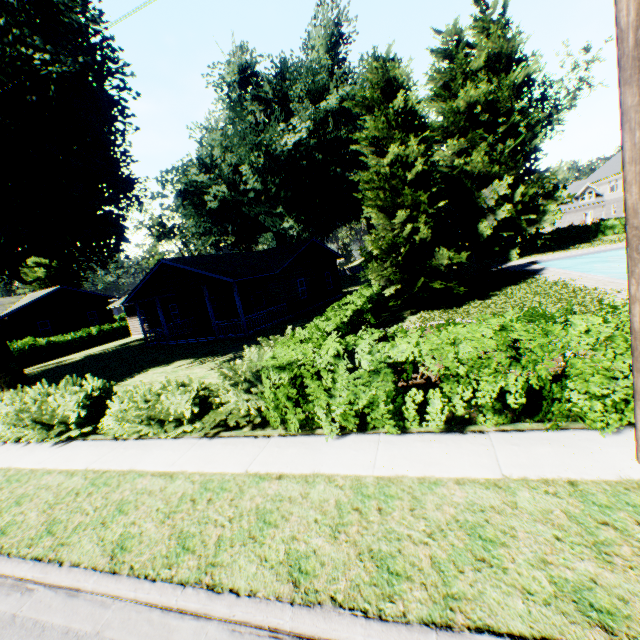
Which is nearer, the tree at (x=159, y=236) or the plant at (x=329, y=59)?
the plant at (x=329, y=59)

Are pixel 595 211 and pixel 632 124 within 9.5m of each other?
no

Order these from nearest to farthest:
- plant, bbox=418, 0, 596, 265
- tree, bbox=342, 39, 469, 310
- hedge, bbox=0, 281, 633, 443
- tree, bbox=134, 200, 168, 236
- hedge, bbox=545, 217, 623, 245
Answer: hedge, bbox=0, 281, 633, 443 < tree, bbox=342, 39, 469, 310 < plant, bbox=418, 0, 596, 265 < hedge, bbox=545, 217, 623, 245 < tree, bbox=134, 200, 168, 236

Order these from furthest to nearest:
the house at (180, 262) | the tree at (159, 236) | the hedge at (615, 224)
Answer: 1. the tree at (159, 236)
2. the hedge at (615, 224)
3. the house at (180, 262)

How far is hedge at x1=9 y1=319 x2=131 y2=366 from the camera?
27.2m

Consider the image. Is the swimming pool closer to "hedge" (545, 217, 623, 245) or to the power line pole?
the power line pole

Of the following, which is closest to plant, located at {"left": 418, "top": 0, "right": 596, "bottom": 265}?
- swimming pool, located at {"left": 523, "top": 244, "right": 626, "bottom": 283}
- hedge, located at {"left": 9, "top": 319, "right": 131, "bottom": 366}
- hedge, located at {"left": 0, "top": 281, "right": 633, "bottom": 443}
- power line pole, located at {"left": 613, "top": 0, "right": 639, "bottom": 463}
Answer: hedge, located at {"left": 0, "top": 281, "right": 633, "bottom": 443}

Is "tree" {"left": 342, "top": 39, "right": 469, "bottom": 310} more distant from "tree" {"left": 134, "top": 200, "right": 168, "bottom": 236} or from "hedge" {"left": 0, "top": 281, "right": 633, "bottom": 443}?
"tree" {"left": 134, "top": 200, "right": 168, "bottom": 236}
